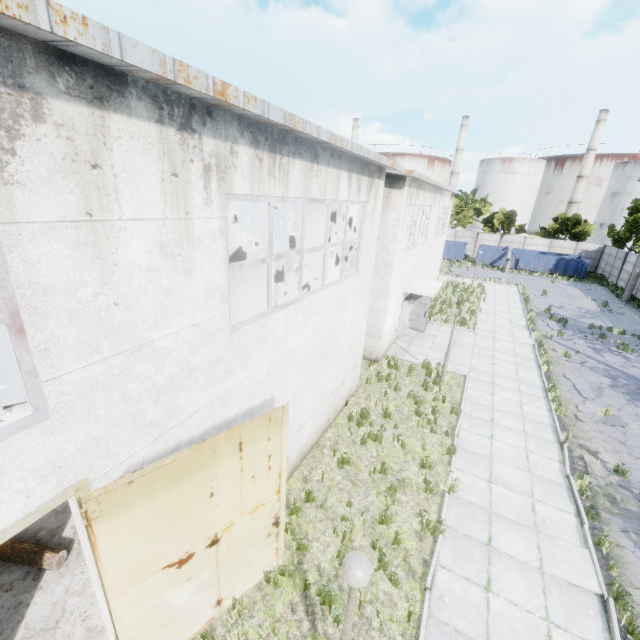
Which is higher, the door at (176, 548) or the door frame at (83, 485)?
the door frame at (83, 485)

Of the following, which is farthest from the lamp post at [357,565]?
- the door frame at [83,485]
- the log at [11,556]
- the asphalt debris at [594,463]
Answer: the asphalt debris at [594,463]

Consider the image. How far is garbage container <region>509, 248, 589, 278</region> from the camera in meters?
37.4 m

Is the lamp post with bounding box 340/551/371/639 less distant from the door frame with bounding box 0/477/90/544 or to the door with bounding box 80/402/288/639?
the door with bounding box 80/402/288/639

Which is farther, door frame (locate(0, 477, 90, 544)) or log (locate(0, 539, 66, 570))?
log (locate(0, 539, 66, 570))

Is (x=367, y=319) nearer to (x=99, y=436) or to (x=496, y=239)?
(x=99, y=436)

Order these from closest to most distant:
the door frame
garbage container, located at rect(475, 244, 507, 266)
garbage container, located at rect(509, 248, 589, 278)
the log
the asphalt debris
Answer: the door frame
the log
the asphalt debris
garbage container, located at rect(509, 248, 589, 278)
garbage container, located at rect(475, 244, 507, 266)

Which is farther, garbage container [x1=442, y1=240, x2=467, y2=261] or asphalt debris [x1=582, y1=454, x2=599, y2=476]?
garbage container [x1=442, y1=240, x2=467, y2=261]
